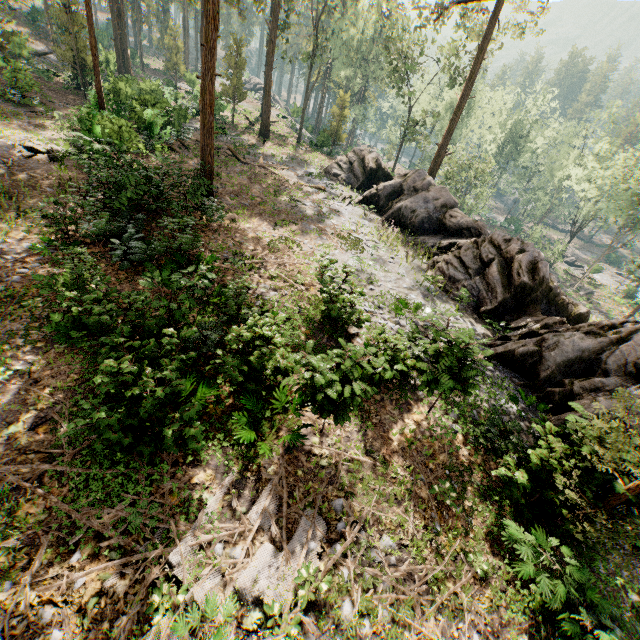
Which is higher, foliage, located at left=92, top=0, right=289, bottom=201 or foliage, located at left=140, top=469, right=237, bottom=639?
foliage, located at left=92, top=0, right=289, bottom=201

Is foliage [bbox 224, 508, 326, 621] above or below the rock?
below

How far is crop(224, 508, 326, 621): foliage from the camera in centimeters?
574cm

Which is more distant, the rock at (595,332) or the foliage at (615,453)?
the rock at (595,332)

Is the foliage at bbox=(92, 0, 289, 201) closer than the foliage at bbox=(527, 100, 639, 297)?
Yes

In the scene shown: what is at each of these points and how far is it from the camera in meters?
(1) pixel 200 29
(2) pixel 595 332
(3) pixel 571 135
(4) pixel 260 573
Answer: (1) foliage, 32.9 m
(2) rock, 11.9 m
(3) foliage, 52.6 m
(4) foliage, 6.0 m

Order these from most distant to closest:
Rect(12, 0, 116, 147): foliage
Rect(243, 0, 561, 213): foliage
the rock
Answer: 1. Rect(243, 0, 561, 213): foliage
2. Rect(12, 0, 116, 147): foliage
3. the rock

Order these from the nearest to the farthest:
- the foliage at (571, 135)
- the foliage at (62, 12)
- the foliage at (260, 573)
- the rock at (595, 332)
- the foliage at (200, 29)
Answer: the foliage at (260, 573) < the rock at (595, 332) < the foliage at (200, 29) < the foliage at (62, 12) < the foliage at (571, 135)
